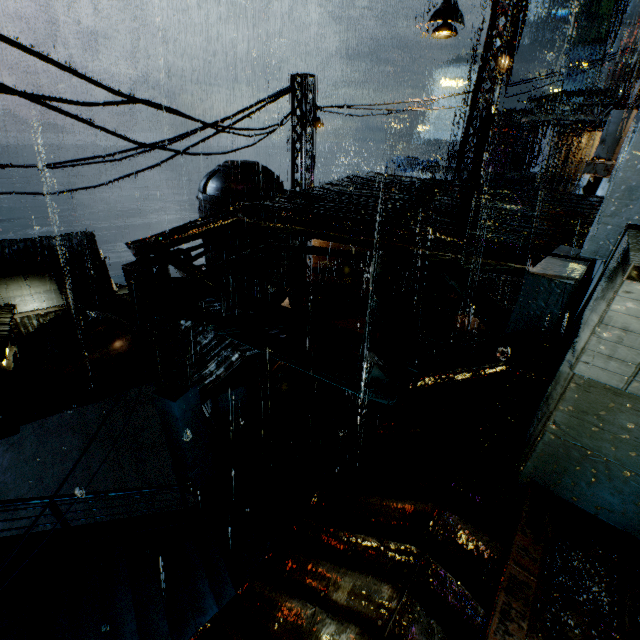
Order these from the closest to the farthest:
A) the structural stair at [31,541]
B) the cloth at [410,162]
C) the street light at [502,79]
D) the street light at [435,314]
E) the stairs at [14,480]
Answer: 1. the structural stair at [31,541]
2. the street light at [502,79]
3. the stairs at [14,480]
4. the street light at [435,314]
5. the cloth at [410,162]

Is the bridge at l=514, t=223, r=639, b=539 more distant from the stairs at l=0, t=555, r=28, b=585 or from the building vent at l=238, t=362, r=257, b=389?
the building vent at l=238, t=362, r=257, b=389

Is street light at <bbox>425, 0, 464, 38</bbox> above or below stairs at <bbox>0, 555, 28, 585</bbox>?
above

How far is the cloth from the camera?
38.4m

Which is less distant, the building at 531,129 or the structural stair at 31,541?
the structural stair at 31,541

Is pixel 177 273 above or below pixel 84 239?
below

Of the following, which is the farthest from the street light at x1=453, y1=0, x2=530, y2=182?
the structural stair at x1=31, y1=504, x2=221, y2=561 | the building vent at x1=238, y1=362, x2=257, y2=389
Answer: the structural stair at x1=31, y1=504, x2=221, y2=561

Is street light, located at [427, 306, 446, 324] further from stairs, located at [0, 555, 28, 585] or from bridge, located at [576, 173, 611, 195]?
stairs, located at [0, 555, 28, 585]
